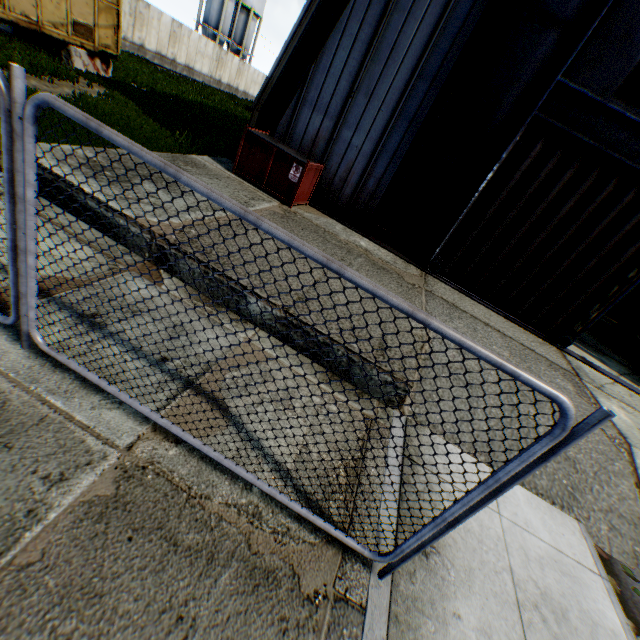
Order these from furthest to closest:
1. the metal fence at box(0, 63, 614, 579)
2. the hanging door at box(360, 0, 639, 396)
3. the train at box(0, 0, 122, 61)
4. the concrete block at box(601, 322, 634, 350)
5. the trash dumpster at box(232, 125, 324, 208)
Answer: the concrete block at box(601, 322, 634, 350)
the train at box(0, 0, 122, 61)
the trash dumpster at box(232, 125, 324, 208)
the hanging door at box(360, 0, 639, 396)
the metal fence at box(0, 63, 614, 579)

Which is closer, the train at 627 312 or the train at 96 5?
the train at 96 5

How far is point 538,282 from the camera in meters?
8.8 m

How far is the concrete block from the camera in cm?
1279

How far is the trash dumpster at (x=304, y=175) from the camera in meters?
8.1 m

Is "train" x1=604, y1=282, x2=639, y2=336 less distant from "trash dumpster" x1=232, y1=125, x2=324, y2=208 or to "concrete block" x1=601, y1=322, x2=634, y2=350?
"concrete block" x1=601, y1=322, x2=634, y2=350

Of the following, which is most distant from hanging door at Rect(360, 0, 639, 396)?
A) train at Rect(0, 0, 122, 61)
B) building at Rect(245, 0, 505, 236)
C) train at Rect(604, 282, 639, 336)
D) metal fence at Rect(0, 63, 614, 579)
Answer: train at Rect(0, 0, 122, 61)

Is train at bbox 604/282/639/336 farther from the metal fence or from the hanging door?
the metal fence
